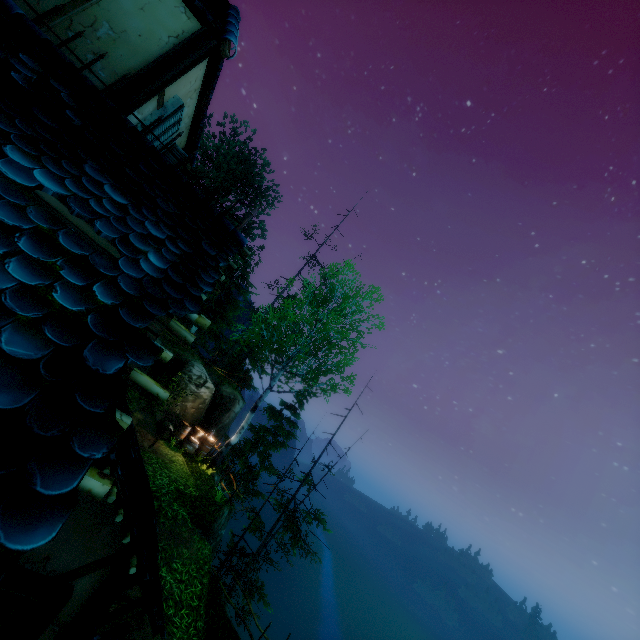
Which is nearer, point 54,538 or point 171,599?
point 54,538

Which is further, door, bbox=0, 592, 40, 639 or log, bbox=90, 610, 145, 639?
log, bbox=90, 610, 145, 639

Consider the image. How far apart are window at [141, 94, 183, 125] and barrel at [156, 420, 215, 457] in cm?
1316

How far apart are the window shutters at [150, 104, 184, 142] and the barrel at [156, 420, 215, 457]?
13.3m

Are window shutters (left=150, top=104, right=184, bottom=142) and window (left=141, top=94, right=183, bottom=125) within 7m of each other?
yes

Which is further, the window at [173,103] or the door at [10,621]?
the window at [173,103]

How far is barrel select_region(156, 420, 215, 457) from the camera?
15.0m

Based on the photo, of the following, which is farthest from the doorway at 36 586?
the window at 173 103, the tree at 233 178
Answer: the tree at 233 178
